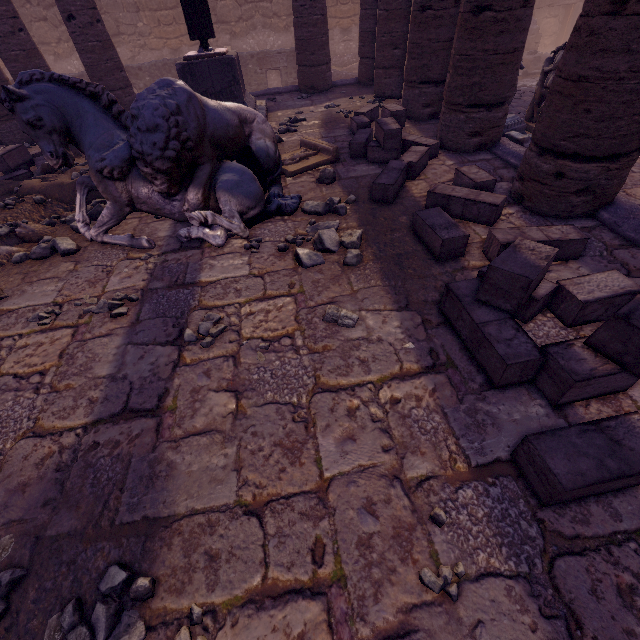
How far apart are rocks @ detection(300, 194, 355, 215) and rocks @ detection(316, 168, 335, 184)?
0.6 meters

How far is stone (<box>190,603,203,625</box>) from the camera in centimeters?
154cm

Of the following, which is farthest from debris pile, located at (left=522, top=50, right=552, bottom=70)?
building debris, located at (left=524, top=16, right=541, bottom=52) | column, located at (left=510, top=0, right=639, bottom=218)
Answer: column, located at (left=510, top=0, right=639, bottom=218)

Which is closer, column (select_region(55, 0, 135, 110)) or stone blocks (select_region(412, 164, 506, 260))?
stone blocks (select_region(412, 164, 506, 260))

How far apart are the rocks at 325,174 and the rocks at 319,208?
0.6 meters

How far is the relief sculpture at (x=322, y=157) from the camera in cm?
538

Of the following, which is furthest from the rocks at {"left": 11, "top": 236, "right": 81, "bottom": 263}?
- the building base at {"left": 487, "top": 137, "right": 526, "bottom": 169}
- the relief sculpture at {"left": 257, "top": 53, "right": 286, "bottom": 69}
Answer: the relief sculpture at {"left": 257, "top": 53, "right": 286, "bottom": 69}

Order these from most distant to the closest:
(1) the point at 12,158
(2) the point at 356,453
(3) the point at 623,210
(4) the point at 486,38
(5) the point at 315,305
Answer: (1) the point at 12,158, (4) the point at 486,38, (3) the point at 623,210, (5) the point at 315,305, (2) the point at 356,453
